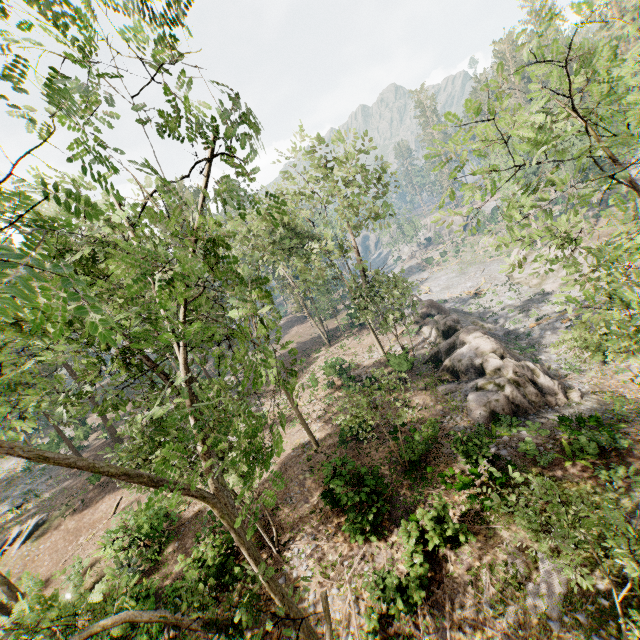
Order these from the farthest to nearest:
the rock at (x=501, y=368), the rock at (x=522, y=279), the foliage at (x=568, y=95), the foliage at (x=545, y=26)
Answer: the rock at (x=522, y=279) → the rock at (x=501, y=368) → the foliage at (x=568, y=95) → the foliage at (x=545, y=26)

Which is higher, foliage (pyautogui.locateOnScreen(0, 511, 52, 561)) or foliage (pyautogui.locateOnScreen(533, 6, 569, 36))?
foliage (pyautogui.locateOnScreen(533, 6, 569, 36))

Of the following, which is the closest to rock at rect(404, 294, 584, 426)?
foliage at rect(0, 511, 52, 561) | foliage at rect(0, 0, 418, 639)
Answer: foliage at rect(0, 0, 418, 639)

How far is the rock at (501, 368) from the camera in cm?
1880

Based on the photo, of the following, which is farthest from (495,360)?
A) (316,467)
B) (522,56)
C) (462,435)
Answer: (522,56)

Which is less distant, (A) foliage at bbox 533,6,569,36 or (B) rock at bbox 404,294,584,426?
(A) foliage at bbox 533,6,569,36

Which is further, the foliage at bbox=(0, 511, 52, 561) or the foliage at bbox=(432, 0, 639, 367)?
the foliage at bbox=(0, 511, 52, 561)

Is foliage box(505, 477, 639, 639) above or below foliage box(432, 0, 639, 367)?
below
